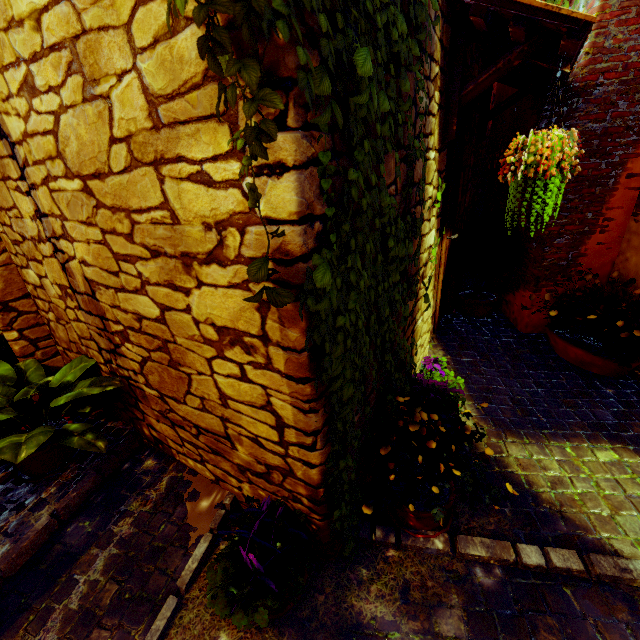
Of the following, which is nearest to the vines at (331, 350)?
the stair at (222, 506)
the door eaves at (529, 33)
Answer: the door eaves at (529, 33)

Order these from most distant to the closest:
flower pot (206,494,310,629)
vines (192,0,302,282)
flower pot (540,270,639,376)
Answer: flower pot (540,270,639,376)
flower pot (206,494,310,629)
vines (192,0,302,282)

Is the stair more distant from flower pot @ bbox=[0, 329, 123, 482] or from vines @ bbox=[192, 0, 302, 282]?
vines @ bbox=[192, 0, 302, 282]

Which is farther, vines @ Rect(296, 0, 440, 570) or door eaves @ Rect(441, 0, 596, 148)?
door eaves @ Rect(441, 0, 596, 148)

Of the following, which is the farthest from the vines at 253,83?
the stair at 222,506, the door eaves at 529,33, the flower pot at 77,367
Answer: the flower pot at 77,367

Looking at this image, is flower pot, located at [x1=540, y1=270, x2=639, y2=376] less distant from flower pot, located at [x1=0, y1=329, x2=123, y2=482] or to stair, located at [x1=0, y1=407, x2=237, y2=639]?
stair, located at [x1=0, y1=407, x2=237, y2=639]

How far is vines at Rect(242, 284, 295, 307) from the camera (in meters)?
1.05

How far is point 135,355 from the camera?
1.98m
